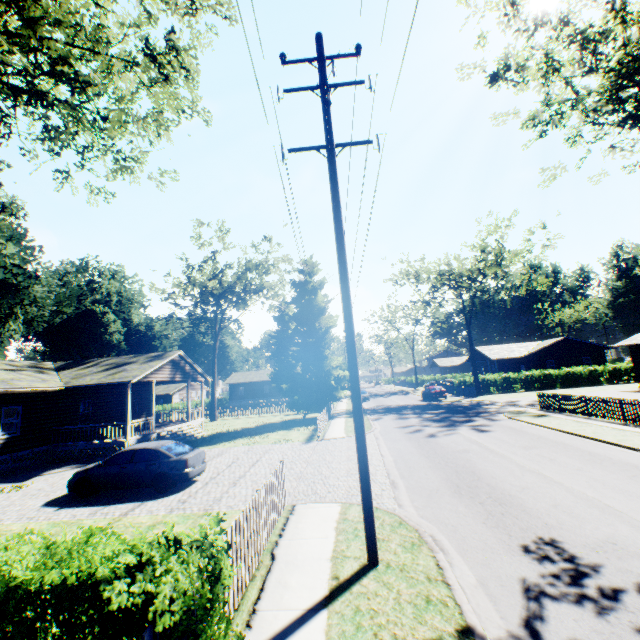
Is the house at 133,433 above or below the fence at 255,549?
above

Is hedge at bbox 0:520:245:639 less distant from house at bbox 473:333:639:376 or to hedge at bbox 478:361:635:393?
hedge at bbox 478:361:635:393

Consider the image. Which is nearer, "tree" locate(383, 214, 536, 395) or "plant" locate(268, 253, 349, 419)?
"plant" locate(268, 253, 349, 419)

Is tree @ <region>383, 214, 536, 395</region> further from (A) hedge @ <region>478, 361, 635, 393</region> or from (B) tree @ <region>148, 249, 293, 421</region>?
(B) tree @ <region>148, 249, 293, 421</region>

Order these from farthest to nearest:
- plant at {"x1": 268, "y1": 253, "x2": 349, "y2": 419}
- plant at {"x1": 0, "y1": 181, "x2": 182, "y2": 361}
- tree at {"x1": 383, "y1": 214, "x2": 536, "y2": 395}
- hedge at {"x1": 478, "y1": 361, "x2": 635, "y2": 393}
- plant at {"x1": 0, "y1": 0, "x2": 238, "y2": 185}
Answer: hedge at {"x1": 478, "y1": 361, "x2": 635, "y2": 393} → tree at {"x1": 383, "y1": 214, "x2": 536, "y2": 395} → plant at {"x1": 268, "y1": 253, "x2": 349, "y2": 419} → plant at {"x1": 0, "y1": 181, "x2": 182, "y2": 361} → plant at {"x1": 0, "y1": 0, "x2": 238, "y2": 185}

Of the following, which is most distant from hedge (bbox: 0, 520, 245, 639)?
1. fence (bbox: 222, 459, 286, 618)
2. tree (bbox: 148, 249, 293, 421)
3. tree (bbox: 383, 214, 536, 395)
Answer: tree (bbox: 383, 214, 536, 395)

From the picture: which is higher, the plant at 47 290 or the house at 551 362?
the plant at 47 290

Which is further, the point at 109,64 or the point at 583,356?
the point at 583,356
